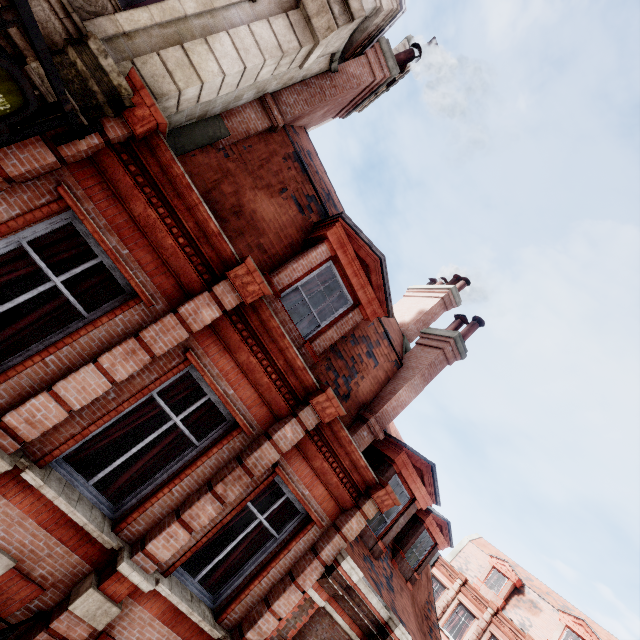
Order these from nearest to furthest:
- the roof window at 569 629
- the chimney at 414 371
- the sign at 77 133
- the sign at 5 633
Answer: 1. the sign at 77 133
2. the sign at 5 633
3. the chimney at 414 371
4. the roof window at 569 629

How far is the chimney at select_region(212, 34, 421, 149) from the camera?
6.4 meters

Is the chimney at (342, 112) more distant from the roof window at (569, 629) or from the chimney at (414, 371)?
Result: the roof window at (569, 629)

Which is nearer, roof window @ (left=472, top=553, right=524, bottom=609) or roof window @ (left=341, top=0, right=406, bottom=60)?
roof window @ (left=341, top=0, right=406, bottom=60)

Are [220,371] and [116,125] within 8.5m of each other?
yes

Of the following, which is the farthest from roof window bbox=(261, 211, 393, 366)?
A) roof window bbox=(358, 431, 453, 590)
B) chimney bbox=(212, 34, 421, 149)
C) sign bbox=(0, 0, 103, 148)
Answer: roof window bbox=(358, 431, 453, 590)

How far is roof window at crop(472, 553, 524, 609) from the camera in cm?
2355

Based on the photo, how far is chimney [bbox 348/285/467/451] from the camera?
8.2m
